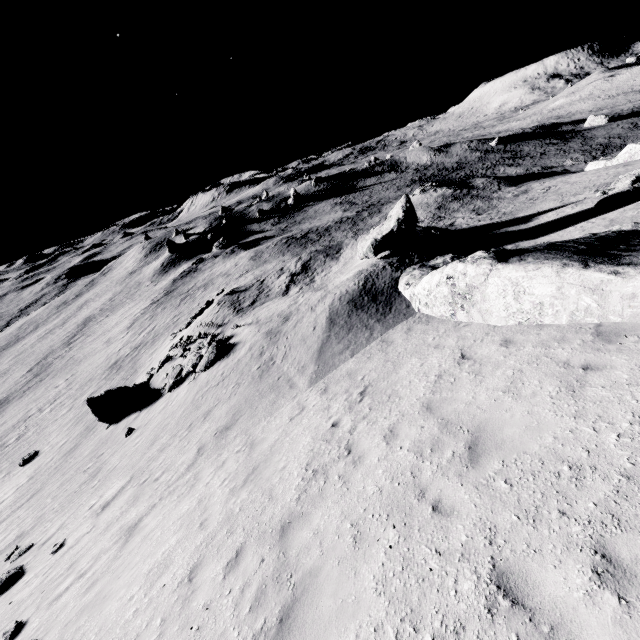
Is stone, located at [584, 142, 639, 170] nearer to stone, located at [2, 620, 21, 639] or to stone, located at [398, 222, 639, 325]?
stone, located at [398, 222, 639, 325]

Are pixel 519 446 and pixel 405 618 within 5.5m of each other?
yes

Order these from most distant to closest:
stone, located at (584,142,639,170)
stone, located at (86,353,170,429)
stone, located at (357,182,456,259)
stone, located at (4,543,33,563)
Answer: stone, located at (584,142,639,170)
stone, located at (86,353,170,429)
stone, located at (357,182,456,259)
stone, located at (4,543,33,563)

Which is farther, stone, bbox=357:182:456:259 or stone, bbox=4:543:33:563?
stone, bbox=357:182:456:259

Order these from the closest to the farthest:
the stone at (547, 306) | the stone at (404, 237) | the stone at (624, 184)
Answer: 1. the stone at (547, 306)
2. the stone at (624, 184)
3. the stone at (404, 237)

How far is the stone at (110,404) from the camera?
20.89m

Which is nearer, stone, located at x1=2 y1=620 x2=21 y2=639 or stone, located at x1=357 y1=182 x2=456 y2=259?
stone, located at x1=2 y1=620 x2=21 y2=639

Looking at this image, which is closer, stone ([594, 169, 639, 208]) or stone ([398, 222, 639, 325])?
stone ([398, 222, 639, 325])
